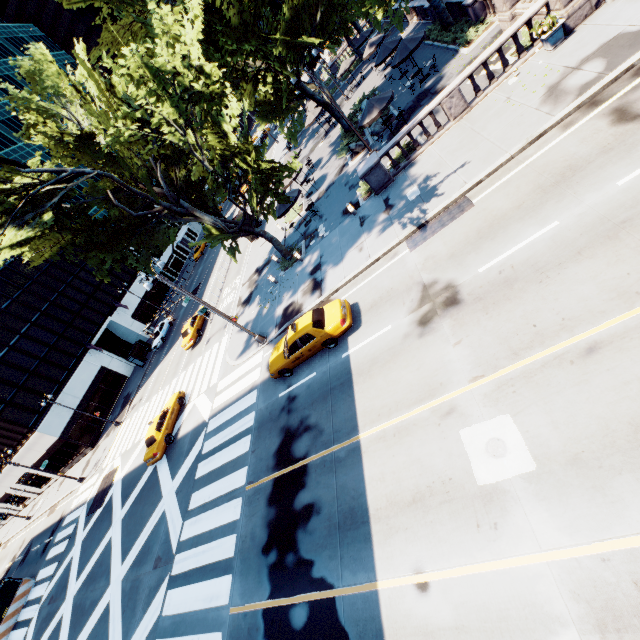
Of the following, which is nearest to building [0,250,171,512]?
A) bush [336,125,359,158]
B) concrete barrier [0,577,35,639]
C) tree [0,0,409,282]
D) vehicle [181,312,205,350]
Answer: concrete barrier [0,577,35,639]

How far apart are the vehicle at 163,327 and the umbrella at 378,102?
33.5 meters

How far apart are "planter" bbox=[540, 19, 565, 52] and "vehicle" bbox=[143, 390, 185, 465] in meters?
28.6 m

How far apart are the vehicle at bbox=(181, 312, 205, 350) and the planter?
29.8m

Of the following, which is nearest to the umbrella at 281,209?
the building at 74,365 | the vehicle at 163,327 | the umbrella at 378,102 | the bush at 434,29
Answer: the umbrella at 378,102

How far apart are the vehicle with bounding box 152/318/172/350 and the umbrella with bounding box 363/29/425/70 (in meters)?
36.65

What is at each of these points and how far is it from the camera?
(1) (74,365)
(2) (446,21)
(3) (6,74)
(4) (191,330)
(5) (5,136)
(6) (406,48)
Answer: (1) building, 40.78m
(2) tree, 24.33m
(3) building, 59.16m
(4) vehicle, 30.12m
(5) building, 52.16m
(6) umbrella, 22.11m

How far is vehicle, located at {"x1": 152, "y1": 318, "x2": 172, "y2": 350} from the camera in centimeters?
4056cm
